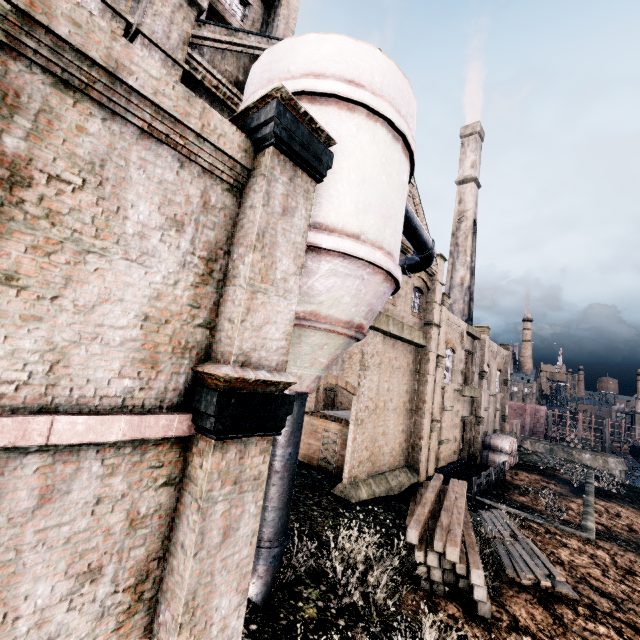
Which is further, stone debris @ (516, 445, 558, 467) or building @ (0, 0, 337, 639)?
stone debris @ (516, 445, 558, 467)

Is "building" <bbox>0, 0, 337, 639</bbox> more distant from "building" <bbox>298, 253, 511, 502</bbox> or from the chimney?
"building" <bbox>298, 253, 511, 502</bbox>

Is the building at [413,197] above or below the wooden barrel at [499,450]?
above

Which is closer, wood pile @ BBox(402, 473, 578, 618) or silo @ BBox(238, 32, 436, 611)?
silo @ BBox(238, 32, 436, 611)

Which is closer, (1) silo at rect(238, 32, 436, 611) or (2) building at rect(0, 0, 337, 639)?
(2) building at rect(0, 0, 337, 639)

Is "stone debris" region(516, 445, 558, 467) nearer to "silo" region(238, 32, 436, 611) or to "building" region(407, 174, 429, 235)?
"silo" region(238, 32, 436, 611)

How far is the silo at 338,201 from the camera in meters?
6.8

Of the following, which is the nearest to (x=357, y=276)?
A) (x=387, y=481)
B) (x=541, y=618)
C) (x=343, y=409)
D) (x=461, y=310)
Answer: (x=541, y=618)
